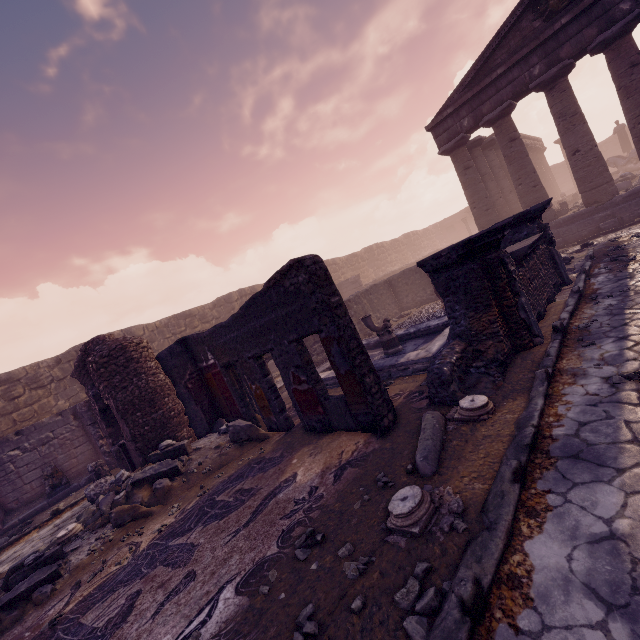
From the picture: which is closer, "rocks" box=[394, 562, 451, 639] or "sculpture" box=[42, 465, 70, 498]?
"rocks" box=[394, 562, 451, 639]

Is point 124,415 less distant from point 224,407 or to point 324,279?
point 224,407

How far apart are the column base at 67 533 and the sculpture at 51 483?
4.1m

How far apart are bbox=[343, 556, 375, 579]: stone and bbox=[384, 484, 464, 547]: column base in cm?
18

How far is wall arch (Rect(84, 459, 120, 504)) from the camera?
8.5 meters

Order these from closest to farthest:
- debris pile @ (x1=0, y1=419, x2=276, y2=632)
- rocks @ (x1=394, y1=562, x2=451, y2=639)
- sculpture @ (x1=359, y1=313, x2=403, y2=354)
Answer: rocks @ (x1=394, y1=562, x2=451, y2=639), debris pile @ (x1=0, y1=419, x2=276, y2=632), sculpture @ (x1=359, y1=313, x2=403, y2=354)

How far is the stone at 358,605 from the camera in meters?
2.4

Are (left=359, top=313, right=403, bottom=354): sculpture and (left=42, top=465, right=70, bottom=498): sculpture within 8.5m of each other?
no
